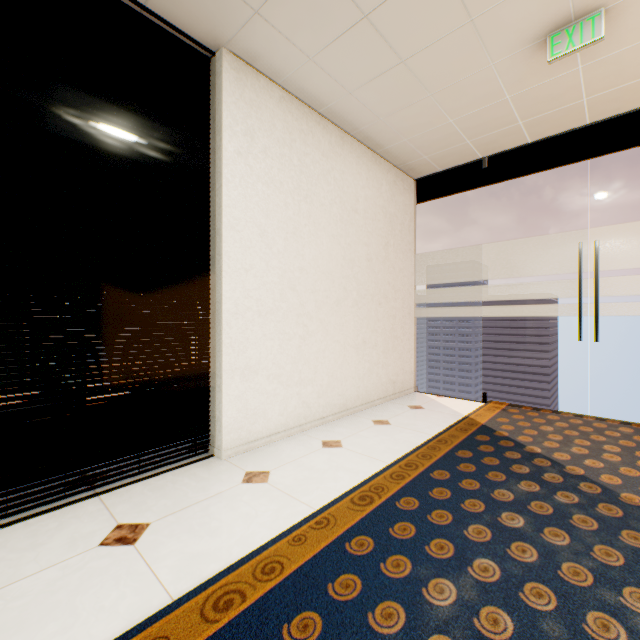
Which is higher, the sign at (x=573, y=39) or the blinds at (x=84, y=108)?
the sign at (x=573, y=39)

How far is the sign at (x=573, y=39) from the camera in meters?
2.1 m

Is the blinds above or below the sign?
below

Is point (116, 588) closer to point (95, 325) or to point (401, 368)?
point (95, 325)

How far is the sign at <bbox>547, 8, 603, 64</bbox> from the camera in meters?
2.1 m
